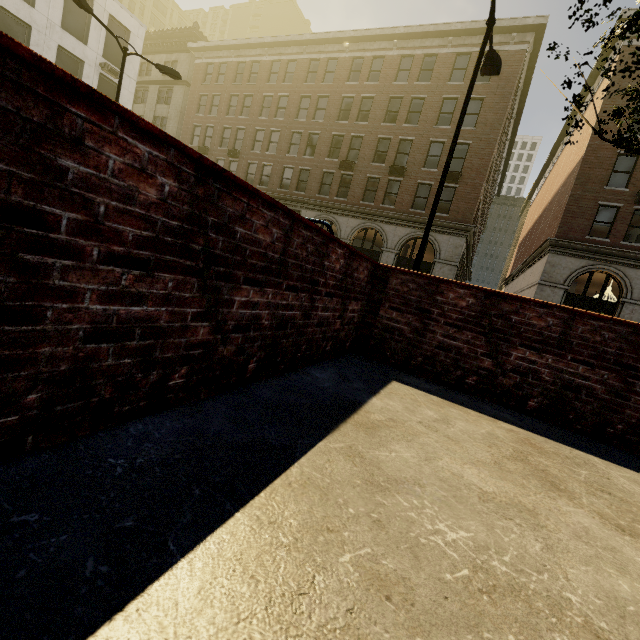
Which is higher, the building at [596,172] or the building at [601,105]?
the building at [601,105]

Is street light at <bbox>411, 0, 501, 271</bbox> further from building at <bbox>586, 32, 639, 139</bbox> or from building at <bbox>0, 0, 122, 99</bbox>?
building at <bbox>0, 0, 122, 99</bbox>

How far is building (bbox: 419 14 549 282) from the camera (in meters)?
21.03

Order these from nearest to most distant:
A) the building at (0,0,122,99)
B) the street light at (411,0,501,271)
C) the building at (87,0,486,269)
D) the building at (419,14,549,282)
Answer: the street light at (411,0,501,271) < the building at (0,0,122,99) < the building at (419,14,549,282) < the building at (87,0,486,269)

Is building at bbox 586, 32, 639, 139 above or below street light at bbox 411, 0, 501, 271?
above

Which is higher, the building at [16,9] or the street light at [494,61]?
the building at [16,9]

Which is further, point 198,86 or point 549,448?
point 198,86
